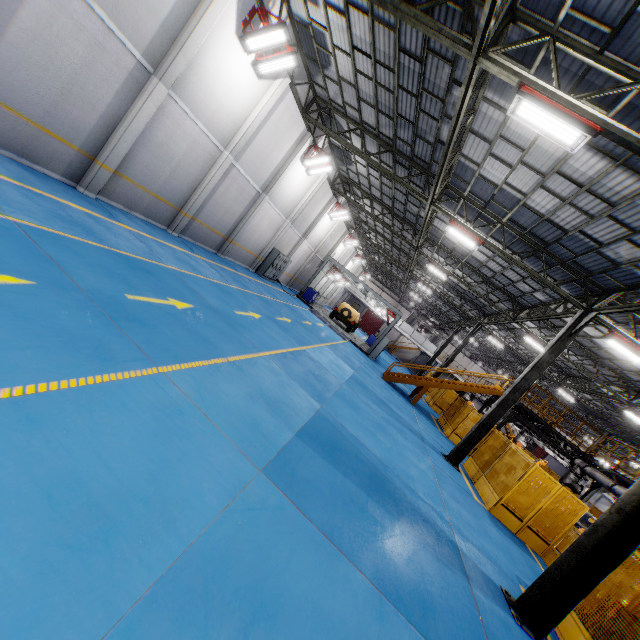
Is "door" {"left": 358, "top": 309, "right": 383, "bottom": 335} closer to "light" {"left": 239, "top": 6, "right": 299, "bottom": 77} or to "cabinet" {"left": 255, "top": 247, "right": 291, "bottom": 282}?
"cabinet" {"left": 255, "top": 247, "right": 291, "bottom": 282}

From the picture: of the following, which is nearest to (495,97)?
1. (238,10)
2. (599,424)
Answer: (238,10)

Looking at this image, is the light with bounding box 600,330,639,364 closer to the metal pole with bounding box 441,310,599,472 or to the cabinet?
the metal pole with bounding box 441,310,599,472

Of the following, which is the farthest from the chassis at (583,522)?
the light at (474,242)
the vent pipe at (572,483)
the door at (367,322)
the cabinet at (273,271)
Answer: the cabinet at (273,271)

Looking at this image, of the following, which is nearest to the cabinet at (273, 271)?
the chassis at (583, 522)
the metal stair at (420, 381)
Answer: the metal stair at (420, 381)

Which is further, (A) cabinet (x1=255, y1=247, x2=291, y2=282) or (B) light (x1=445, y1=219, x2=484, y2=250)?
(A) cabinet (x1=255, y1=247, x2=291, y2=282)

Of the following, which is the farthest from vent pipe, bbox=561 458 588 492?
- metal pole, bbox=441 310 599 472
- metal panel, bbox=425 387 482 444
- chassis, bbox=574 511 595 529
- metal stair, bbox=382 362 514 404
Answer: metal pole, bbox=441 310 599 472

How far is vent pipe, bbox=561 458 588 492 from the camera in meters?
16.0
